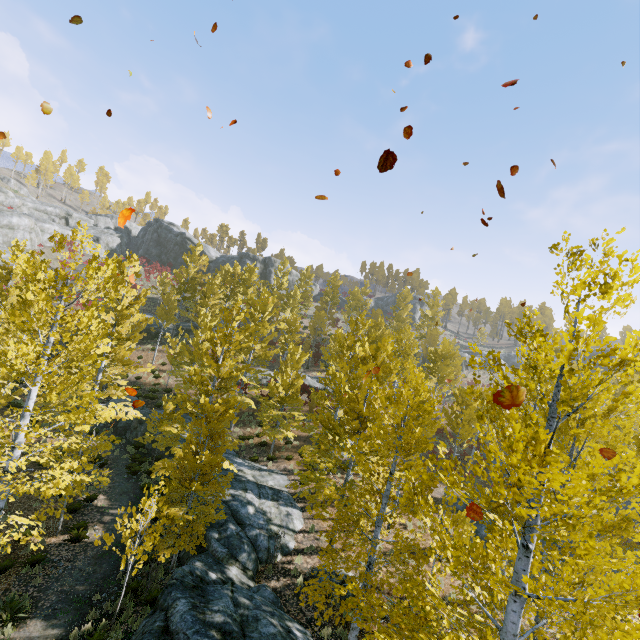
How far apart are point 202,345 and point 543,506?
26.0m

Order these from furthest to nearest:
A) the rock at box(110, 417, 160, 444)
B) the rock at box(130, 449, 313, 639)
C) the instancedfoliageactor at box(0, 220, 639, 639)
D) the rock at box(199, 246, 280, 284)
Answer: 1. the rock at box(199, 246, 280, 284)
2. the rock at box(110, 417, 160, 444)
3. the rock at box(130, 449, 313, 639)
4. the instancedfoliageactor at box(0, 220, 639, 639)

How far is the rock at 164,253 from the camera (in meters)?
57.19

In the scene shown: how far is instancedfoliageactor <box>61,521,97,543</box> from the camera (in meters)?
13.09

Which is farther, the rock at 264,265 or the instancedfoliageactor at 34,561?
the rock at 264,265

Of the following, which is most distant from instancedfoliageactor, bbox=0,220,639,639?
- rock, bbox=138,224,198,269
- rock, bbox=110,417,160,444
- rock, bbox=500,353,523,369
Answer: rock, bbox=500,353,523,369

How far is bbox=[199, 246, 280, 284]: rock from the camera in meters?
57.1 m

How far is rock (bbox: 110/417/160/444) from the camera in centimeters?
2222cm
